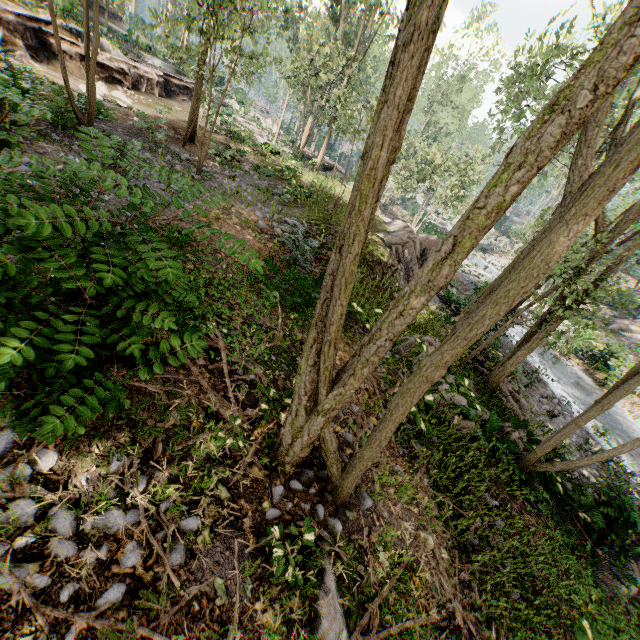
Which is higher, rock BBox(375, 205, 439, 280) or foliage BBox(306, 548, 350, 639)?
rock BBox(375, 205, 439, 280)

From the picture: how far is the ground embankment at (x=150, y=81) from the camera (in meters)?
19.00

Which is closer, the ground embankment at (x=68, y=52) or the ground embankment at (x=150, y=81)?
the ground embankment at (x=68, y=52)

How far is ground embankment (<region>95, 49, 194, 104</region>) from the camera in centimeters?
1900cm

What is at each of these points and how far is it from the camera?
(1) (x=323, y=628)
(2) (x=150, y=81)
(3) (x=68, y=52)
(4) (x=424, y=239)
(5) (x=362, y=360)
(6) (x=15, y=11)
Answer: (1) foliage, 3.89m
(2) ground embankment, 22.09m
(3) ground embankment, 17.42m
(4) rock, 15.70m
(5) foliage, 4.04m
(6) ground embankment, 14.94m

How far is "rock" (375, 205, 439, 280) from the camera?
15.14m

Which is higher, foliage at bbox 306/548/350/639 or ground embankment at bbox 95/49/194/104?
ground embankment at bbox 95/49/194/104

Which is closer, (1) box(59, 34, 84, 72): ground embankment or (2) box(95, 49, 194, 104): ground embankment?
(1) box(59, 34, 84, 72): ground embankment
